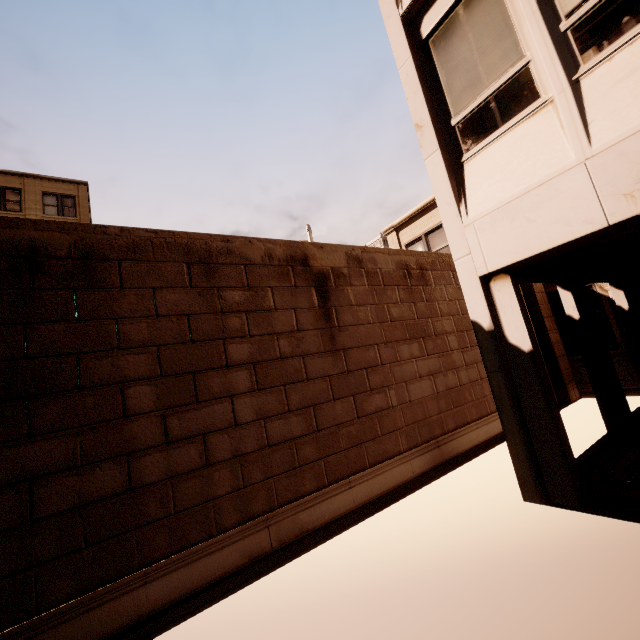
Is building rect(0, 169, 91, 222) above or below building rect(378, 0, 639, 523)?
above

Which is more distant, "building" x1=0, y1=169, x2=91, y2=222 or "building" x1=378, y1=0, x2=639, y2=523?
"building" x1=0, y1=169, x2=91, y2=222

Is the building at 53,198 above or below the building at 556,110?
above

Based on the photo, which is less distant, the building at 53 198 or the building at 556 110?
the building at 556 110

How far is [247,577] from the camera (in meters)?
3.75
